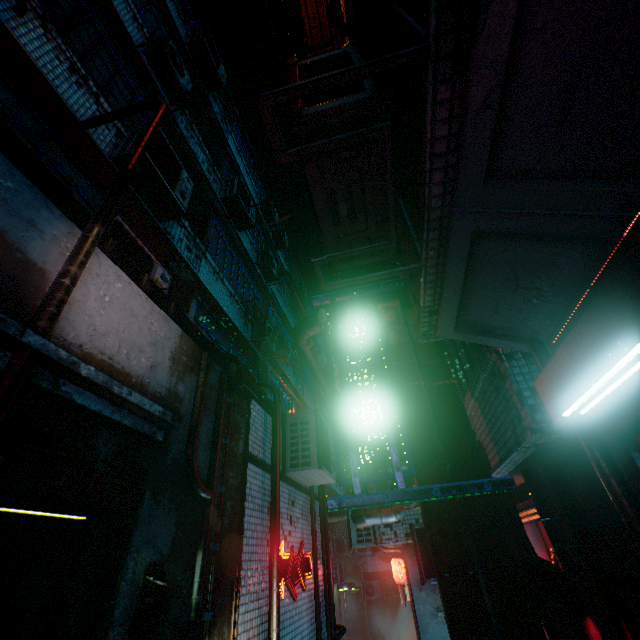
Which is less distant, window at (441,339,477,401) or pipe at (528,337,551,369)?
pipe at (528,337,551,369)

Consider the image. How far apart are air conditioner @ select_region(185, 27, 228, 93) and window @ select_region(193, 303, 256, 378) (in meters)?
6.73

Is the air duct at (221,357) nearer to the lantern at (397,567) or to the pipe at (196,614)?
the pipe at (196,614)

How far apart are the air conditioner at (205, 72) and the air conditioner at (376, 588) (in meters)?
22.03

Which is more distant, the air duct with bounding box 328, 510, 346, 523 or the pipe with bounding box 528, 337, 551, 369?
the air duct with bounding box 328, 510, 346, 523

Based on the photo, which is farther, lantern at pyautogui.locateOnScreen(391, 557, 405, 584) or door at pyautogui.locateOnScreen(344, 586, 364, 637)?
door at pyautogui.locateOnScreen(344, 586, 364, 637)

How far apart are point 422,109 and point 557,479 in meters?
3.1 m

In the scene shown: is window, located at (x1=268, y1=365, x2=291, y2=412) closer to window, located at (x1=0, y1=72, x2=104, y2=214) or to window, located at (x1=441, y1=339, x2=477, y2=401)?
window, located at (x1=441, y1=339, x2=477, y2=401)
